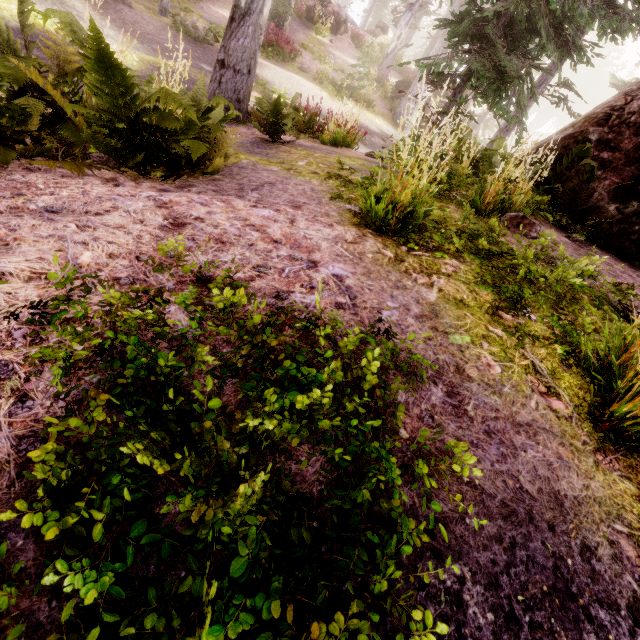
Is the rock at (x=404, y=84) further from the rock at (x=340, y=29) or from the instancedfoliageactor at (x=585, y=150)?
the rock at (x=340, y=29)

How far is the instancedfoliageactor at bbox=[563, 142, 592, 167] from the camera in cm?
502

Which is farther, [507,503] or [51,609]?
[507,503]

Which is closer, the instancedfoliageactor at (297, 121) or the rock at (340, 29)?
the instancedfoliageactor at (297, 121)

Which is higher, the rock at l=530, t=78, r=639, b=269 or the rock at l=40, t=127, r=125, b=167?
the rock at l=530, t=78, r=639, b=269

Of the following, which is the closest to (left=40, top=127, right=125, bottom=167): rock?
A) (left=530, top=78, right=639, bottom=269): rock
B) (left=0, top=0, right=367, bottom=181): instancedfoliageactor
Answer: (left=0, top=0, right=367, bottom=181): instancedfoliageactor

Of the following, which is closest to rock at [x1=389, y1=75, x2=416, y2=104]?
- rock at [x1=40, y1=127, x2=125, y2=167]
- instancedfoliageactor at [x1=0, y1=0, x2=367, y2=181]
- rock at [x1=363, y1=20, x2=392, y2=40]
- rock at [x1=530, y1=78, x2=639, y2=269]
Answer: instancedfoliageactor at [x1=0, y1=0, x2=367, y2=181]

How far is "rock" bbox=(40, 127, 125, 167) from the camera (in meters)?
3.17
